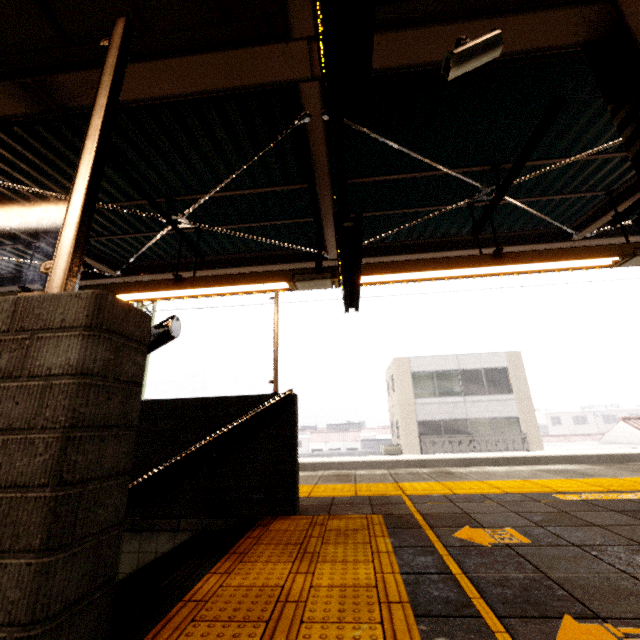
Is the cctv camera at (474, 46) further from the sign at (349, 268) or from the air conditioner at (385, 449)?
the air conditioner at (385, 449)

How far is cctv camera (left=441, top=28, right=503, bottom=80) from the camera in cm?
248

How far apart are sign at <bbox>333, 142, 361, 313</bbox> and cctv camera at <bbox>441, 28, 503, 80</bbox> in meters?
1.2 m

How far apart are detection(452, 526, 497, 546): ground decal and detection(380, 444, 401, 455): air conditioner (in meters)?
19.10

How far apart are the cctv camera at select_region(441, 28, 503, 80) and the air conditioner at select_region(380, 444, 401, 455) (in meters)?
20.19

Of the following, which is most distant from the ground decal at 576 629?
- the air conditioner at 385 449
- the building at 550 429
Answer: the building at 550 429

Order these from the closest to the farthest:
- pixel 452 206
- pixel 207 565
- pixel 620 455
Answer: pixel 207 565 → pixel 452 206 → pixel 620 455

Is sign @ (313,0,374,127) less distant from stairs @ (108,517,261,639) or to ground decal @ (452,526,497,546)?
stairs @ (108,517,261,639)
